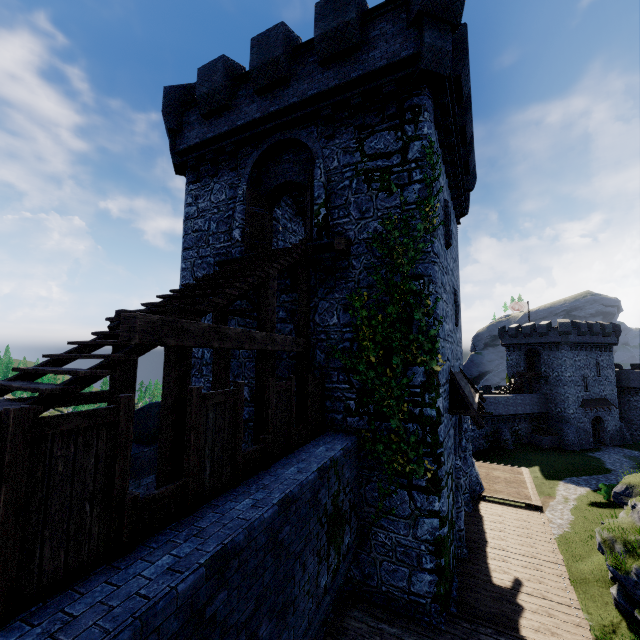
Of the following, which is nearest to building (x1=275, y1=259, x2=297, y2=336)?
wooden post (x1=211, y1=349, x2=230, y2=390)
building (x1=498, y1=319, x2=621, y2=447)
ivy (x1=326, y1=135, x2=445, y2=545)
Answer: ivy (x1=326, y1=135, x2=445, y2=545)

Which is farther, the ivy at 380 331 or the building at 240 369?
the building at 240 369

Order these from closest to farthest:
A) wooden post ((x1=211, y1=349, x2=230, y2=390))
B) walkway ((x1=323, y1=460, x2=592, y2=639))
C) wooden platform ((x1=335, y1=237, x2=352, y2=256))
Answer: walkway ((x1=323, y1=460, x2=592, y2=639))
wooden post ((x1=211, y1=349, x2=230, y2=390))
wooden platform ((x1=335, y1=237, x2=352, y2=256))

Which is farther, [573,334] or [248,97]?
[573,334]

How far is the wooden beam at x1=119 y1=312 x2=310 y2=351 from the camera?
3.83m

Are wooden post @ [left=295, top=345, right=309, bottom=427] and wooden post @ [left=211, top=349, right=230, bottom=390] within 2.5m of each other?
yes

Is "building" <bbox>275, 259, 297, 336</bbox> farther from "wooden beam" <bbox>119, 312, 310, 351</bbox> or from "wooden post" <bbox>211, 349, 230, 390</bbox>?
"wooden post" <bbox>211, 349, 230, 390</bbox>

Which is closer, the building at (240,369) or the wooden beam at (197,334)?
the wooden beam at (197,334)
